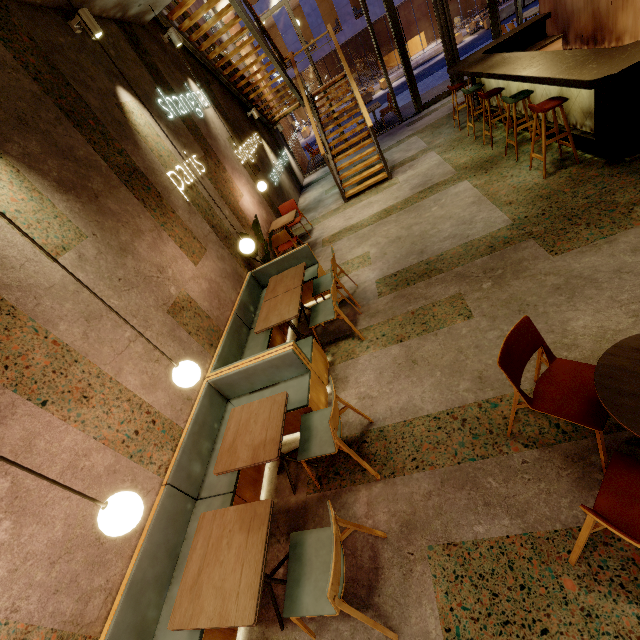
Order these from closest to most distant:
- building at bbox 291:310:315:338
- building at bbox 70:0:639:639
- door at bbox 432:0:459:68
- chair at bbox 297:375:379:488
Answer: building at bbox 70:0:639:639 → chair at bbox 297:375:379:488 → building at bbox 291:310:315:338 → door at bbox 432:0:459:68

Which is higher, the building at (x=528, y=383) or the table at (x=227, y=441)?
the table at (x=227, y=441)

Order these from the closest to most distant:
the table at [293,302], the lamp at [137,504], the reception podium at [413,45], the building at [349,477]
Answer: the lamp at [137,504] < the building at [349,477] < the table at [293,302] < the reception podium at [413,45]

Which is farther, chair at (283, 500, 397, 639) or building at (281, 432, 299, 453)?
building at (281, 432, 299, 453)

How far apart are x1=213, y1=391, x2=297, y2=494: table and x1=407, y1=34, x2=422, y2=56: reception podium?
33.93m

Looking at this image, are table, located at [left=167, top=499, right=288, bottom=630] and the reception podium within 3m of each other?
no

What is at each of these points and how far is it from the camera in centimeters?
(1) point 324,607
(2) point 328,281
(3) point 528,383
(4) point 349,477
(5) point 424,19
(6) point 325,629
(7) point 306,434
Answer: (1) chair, 188cm
(2) chair, 469cm
(3) building, 270cm
(4) building, 287cm
(5) building, 2706cm
(6) building, 218cm
(7) chair, 286cm

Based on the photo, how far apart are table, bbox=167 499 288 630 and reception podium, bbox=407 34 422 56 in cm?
3487
